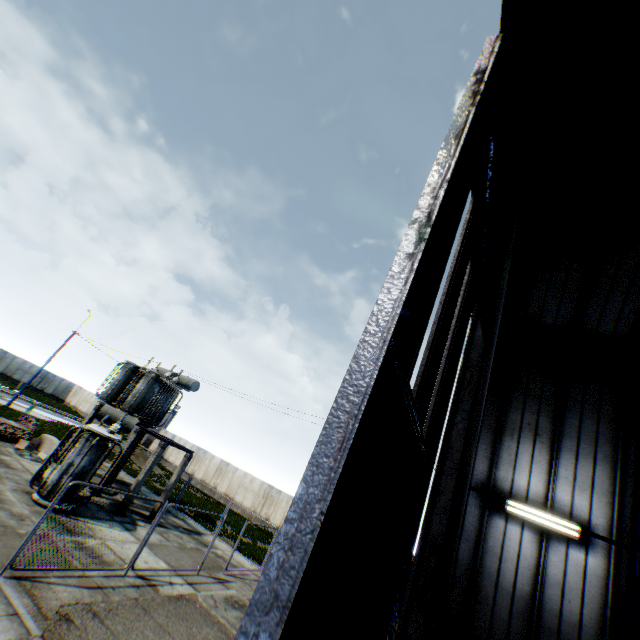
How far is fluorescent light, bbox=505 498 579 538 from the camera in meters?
8.4

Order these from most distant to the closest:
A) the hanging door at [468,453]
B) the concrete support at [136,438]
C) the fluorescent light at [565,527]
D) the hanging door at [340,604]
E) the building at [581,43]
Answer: the concrete support at [136,438] → the fluorescent light at [565,527] → the building at [581,43] → the hanging door at [468,453] → the hanging door at [340,604]

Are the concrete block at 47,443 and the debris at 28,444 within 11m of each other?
yes

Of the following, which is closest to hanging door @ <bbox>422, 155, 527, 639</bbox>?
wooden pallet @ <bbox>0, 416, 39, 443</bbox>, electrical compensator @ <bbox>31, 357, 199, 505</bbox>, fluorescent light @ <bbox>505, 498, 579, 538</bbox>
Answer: fluorescent light @ <bbox>505, 498, 579, 538</bbox>

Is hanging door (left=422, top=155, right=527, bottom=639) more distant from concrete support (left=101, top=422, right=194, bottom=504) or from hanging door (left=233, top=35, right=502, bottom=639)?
concrete support (left=101, top=422, right=194, bottom=504)

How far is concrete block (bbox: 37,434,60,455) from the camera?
18.7m

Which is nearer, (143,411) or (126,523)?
(126,523)

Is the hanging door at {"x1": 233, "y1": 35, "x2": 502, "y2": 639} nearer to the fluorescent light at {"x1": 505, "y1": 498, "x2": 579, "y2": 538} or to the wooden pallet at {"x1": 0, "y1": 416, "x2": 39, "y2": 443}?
the fluorescent light at {"x1": 505, "y1": 498, "x2": 579, "y2": 538}
